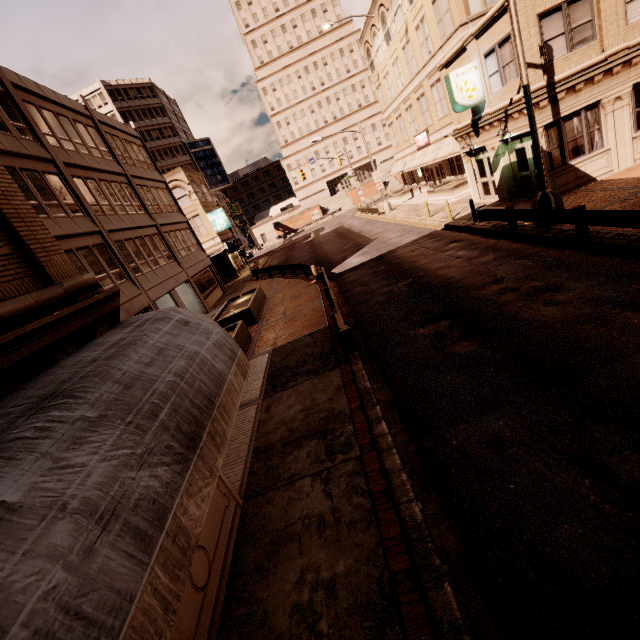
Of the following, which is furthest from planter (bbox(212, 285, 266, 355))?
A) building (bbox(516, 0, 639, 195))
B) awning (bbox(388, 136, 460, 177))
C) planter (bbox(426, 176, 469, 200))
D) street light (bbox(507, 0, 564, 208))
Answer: awning (bbox(388, 136, 460, 177))

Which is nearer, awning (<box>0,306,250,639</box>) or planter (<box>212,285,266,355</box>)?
awning (<box>0,306,250,639</box>)

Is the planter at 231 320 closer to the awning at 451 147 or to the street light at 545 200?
the street light at 545 200

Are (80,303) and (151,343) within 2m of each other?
yes

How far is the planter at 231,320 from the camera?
13.83m

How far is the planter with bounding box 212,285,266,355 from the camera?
13.83m

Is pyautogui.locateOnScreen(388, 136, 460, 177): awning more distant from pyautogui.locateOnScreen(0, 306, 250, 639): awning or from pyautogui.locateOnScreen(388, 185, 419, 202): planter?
pyautogui.locateOnScreen(0, 306, 250, 639): awning

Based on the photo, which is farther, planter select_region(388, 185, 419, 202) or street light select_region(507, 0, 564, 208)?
planter select_region(388, 185, 419, 202)
